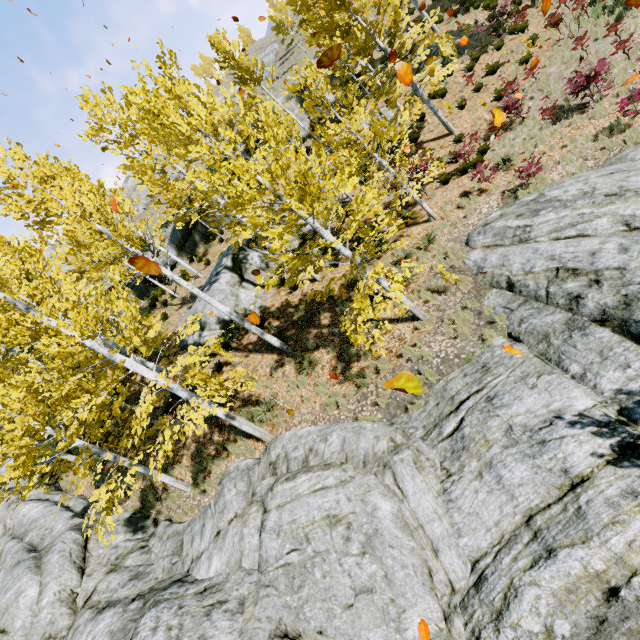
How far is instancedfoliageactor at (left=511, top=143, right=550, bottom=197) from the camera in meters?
10.4

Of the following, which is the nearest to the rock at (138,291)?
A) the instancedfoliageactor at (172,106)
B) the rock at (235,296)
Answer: the instancedfoliageactor at (172,106)

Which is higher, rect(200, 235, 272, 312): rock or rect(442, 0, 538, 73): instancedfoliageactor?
rect(200, 235, 272, 312): rock

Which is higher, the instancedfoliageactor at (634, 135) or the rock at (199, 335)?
the rock at (199, 335)

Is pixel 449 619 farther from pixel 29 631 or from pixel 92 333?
pixel 92 333

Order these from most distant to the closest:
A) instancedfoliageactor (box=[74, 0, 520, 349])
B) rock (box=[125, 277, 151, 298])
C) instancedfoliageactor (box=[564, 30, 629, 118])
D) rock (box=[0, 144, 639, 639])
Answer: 1. rock (box=[125, 277, 151, 298])
2. instancedfoliageactor (box=[564, 30, 629, 118])
3. instancedfoliageactor (box=[74, 0, 520, 349])
4. rock (box=[0, 144, 639, 639])

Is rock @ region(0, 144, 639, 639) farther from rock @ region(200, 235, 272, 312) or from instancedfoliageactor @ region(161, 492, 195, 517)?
rock @ region(200, 235, 272, 312)
